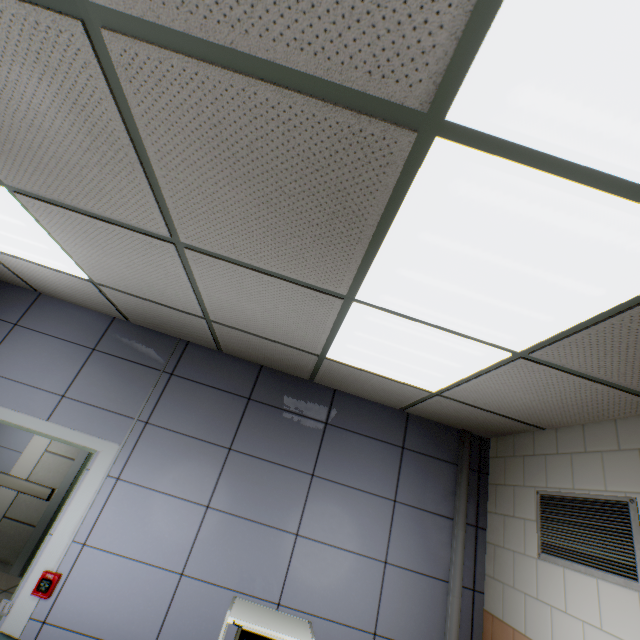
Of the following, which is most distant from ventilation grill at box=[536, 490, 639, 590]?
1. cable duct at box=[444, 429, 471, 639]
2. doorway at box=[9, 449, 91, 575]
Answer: doorway at box=[9, 449, 91, 575]

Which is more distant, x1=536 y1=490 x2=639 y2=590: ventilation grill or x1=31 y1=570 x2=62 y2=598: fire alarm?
x1=31 y1=570 x2=62 y2=598: fire alarm

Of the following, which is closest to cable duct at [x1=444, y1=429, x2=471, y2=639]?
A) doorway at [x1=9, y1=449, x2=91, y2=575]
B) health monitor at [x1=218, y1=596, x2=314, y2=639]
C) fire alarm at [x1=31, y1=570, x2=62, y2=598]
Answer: health monitor at [x1=218, y1=596, x2=314, y2=639]

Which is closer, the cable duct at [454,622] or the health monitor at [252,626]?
the health monitor at [252,626]

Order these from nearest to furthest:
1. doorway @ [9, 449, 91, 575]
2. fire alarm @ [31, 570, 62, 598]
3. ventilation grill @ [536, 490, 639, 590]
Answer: ventilation grill @ [536, 490, 639, 590] → fire alarm @ [31, 570, 62, 598] → doorway @ [9, 449, 91, 575]

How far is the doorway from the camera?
4.8 meters

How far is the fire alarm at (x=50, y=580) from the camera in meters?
2.4 m

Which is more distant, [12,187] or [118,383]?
[118,383]
